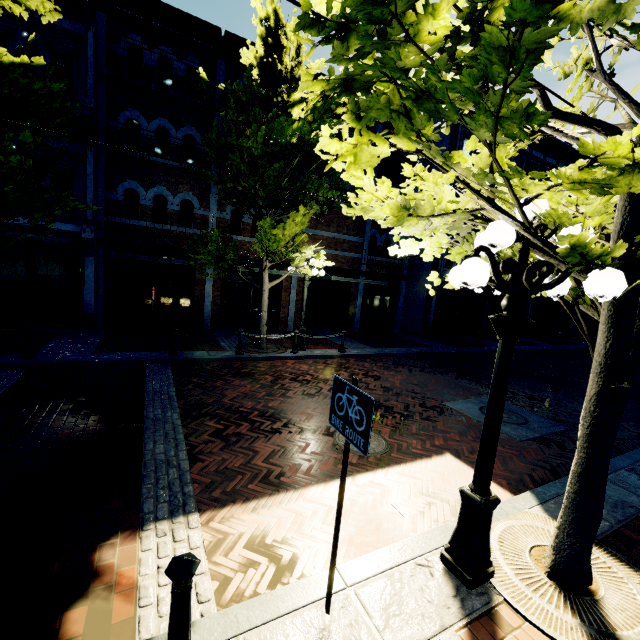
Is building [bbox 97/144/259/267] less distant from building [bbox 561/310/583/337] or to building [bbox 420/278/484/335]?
building [bbox 420/278/484/335]

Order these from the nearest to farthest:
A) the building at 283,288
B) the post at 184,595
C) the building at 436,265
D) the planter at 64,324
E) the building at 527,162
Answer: the post at 184,595
the planter at 64,324
the building at 283,288
the building at 436,265
the building at 527,162

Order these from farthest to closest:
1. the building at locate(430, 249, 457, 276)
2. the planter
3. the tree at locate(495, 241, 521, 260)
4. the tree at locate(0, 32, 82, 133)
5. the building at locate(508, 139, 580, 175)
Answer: the building at locate(508, 139, 580, 175) → the building at locate(430, 249, 457, 276) → the planter → the tree at locate(0, 32, 82, 133) → the tree at locate(495, 241, 521, 260)

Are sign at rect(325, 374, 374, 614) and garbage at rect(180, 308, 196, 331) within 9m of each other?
no

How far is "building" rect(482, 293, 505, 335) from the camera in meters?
21.7

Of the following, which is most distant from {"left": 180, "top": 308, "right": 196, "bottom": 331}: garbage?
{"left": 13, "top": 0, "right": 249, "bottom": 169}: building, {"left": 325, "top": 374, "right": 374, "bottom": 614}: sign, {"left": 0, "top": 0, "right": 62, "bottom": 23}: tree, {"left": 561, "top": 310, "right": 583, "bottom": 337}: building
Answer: {"left": 561, "top": 310, "right": 583, "bottom": 337}: building

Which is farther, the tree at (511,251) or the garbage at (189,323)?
the garbage at (189,323)

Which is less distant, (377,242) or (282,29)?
(282,29)
